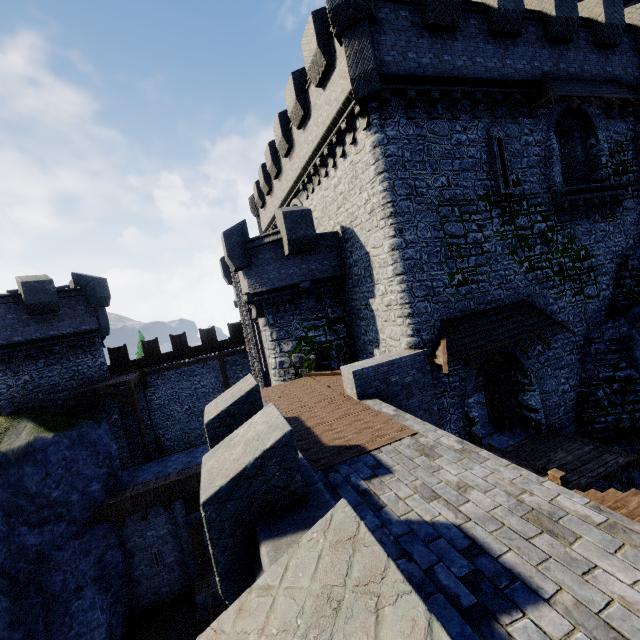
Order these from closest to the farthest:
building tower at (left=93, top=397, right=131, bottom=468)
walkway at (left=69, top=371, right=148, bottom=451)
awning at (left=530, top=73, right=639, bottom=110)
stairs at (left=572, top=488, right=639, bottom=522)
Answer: stairs at (left=572, top=488, right=639, bottom=522) → awning at (left=530, top=73, right=639, bottom=110) → walkway at (left=69, top=371, right=148, bottom=451) → building tower at (left=93, top=397, right=131, bottom=468)

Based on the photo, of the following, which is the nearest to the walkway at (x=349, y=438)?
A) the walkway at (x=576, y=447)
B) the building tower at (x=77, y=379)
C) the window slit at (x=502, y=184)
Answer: the walkway at (x=576, y=447)

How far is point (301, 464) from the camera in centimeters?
506cm

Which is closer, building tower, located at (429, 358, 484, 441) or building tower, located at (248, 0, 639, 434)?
building tower, located at (248, 0, 639, 434)

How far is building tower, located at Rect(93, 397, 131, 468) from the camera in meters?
19.7

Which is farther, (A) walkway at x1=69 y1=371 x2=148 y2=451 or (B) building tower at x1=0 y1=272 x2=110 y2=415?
(A) walkway at x1=69 y1=371 x2=148 y2=451

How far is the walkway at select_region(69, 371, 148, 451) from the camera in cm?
1780

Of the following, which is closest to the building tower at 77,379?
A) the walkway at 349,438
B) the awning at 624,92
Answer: the walkway at 349,438
